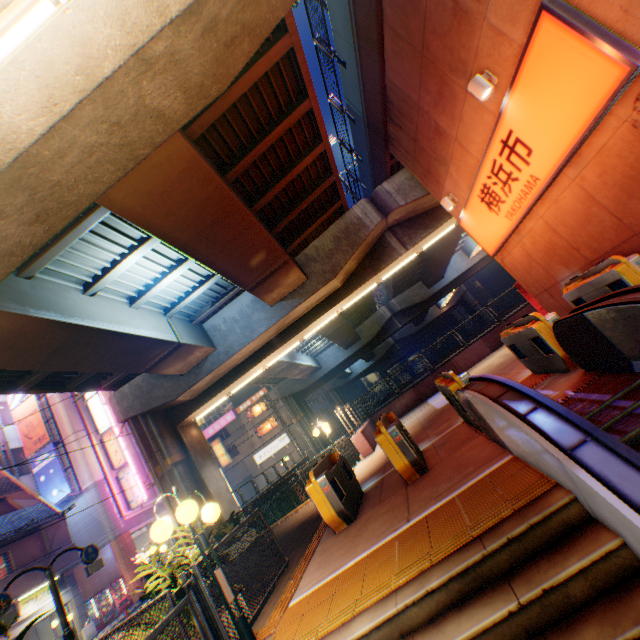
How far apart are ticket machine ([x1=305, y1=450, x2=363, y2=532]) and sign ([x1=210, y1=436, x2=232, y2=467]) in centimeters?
3454cm

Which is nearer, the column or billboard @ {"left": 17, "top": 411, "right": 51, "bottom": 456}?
the column

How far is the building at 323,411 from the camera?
53.92m

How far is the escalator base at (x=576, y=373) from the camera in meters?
4.9

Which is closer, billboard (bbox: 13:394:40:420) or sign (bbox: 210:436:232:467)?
billboard (bbox: 13:394:40:420)

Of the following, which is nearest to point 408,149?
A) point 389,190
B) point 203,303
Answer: point 389,190

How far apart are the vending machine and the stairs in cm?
1367

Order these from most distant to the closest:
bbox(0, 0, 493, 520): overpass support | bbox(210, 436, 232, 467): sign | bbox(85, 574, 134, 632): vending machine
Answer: bbox(210, 436, 232, 467): sign
bbox(85, 574, 134, 632): vending machine
bbox(0, 0, 493, 520): overpass support
